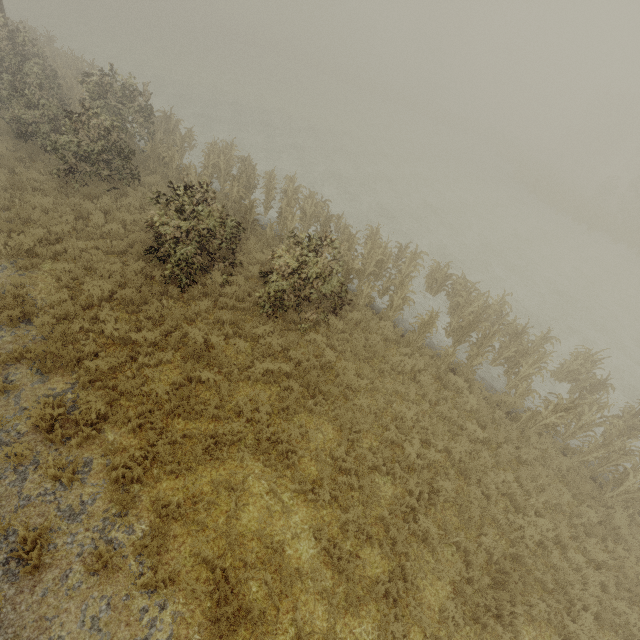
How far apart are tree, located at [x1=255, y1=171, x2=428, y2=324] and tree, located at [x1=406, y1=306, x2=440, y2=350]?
3.76m

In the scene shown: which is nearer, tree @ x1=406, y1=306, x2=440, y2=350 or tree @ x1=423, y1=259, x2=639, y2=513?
tree @ x1=423, y1=259, x2=639, y2=513

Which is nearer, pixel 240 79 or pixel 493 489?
pixel 493 489

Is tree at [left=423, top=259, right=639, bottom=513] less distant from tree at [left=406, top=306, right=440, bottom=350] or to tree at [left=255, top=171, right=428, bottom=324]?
tree at [left=406, top=306, right=440, bottom=350]

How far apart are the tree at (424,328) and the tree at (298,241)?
3.8m

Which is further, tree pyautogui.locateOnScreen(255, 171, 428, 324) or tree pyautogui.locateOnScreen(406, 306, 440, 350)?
tree pyautogui.locateOnScreen(406, 306, 440, 350)

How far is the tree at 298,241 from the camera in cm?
928

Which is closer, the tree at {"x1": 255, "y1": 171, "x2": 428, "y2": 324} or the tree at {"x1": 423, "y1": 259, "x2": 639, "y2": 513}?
the tree at {"x1": 423, "y1": 259, "x2": 639, "y2": 513}
